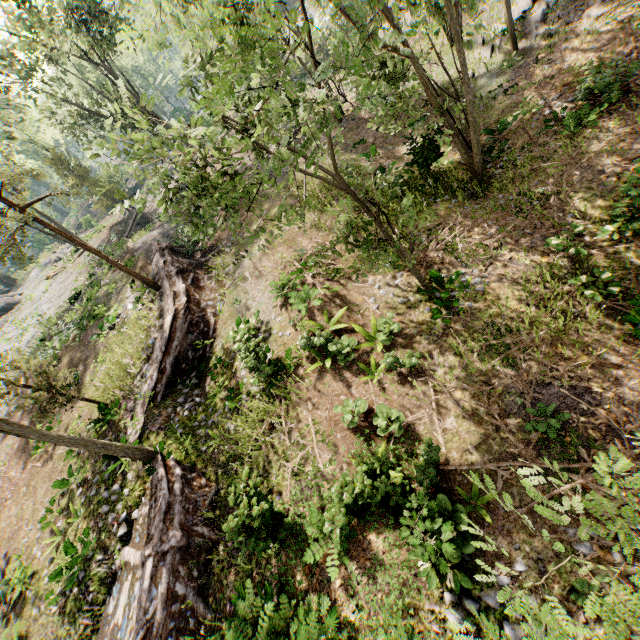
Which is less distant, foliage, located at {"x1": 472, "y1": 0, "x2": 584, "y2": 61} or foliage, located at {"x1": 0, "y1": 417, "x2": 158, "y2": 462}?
foliage, located at {"x1": 0, "y1": 417, "x2": 158, "y2": 462}

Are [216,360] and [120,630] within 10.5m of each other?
yes

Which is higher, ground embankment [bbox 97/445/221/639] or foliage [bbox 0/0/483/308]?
foliage [bbox 0/0/483/308]

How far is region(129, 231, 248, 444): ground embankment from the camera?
15.0m

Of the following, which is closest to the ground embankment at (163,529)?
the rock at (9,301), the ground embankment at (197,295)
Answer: the ground embankment at (197,295)

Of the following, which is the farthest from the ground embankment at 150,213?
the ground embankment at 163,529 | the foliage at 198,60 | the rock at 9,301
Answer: the ground embankment at 163,529

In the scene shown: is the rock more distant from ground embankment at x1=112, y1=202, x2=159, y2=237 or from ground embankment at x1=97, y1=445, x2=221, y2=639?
ground embankment at x1=97, y1=445, x2=221, y2=639

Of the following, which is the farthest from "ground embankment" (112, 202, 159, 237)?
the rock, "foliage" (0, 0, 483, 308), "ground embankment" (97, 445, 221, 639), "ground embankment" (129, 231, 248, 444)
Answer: "ground embankment" (97, 445, 221, 639)
